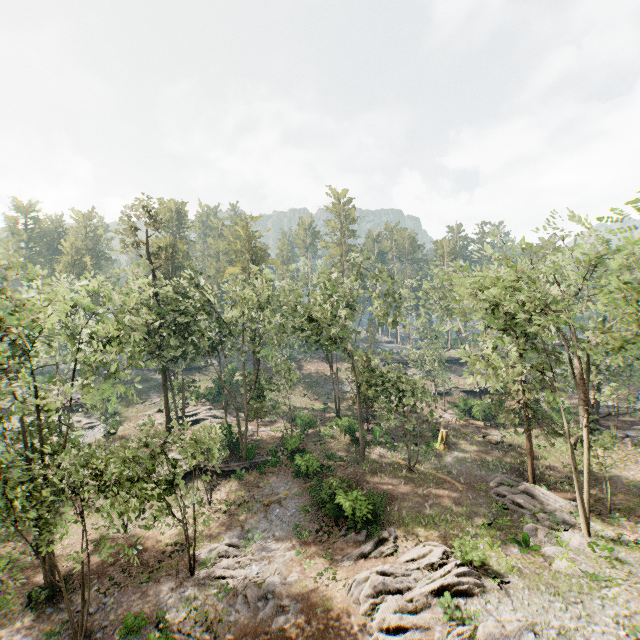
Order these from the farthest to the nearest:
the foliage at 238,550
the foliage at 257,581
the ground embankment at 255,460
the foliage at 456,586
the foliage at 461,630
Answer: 1. the ground embankment at 255,460
2. the foliage at 238,550
3. the foliage at 257,581
4. the foliage at 456,586
5. the foliage at 461,630

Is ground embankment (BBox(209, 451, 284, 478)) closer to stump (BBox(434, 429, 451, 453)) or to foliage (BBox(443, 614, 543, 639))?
foliage (BBox(443, 614, 543, 639))

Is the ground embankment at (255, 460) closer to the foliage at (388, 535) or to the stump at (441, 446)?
the foliage at (388, 535)

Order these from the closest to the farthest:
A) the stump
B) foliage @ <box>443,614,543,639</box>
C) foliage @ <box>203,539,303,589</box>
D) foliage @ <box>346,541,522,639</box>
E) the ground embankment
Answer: foliage @ <box>443,614,543,639</box>
foliage @ <box>346,541,522,639</box>
foliage @ <box>203,539,303,589</box>
the ground embankment
the stump

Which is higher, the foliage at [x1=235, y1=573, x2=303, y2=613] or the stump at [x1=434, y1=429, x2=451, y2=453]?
the stump at [x1=434, y1=429, x2=451, y2=453]

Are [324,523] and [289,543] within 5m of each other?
yes

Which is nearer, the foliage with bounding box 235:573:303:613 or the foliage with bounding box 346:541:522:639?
the foliage with bounding box 346:541:522:639
